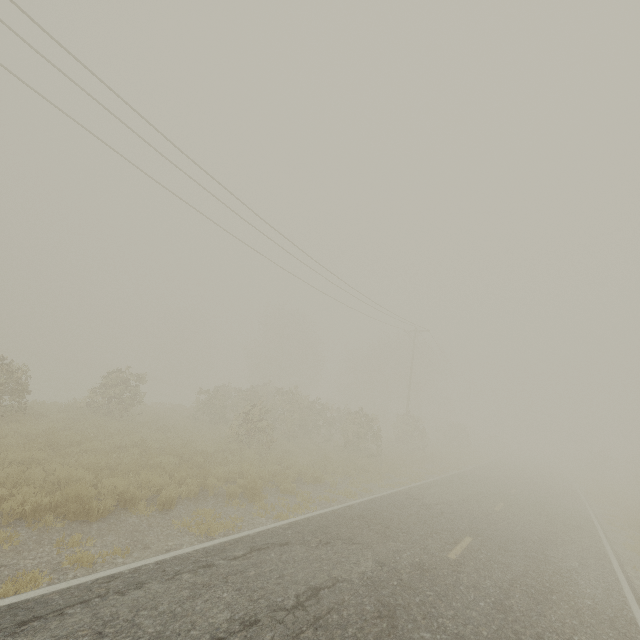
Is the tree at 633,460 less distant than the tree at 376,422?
No

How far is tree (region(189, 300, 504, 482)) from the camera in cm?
2075

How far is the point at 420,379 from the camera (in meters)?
51.56

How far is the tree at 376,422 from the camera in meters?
20.8 m

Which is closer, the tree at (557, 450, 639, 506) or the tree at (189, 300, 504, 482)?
the tree at (189, 300, 504, 482)
